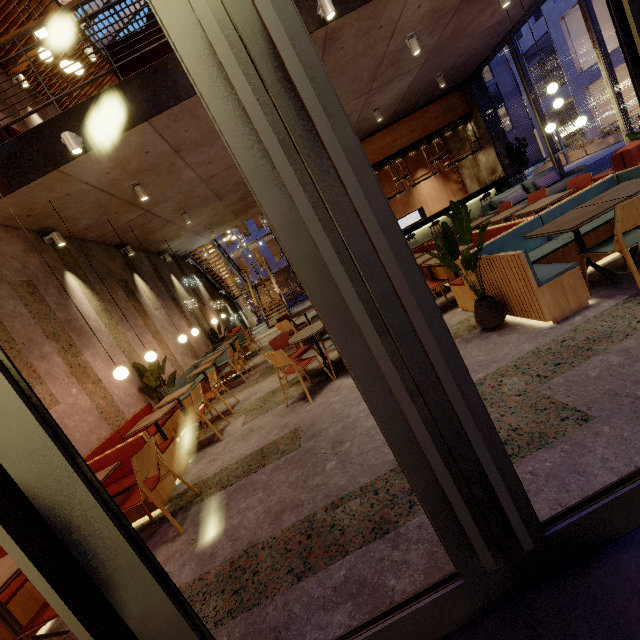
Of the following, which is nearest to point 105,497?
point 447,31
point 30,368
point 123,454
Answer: point 123,454

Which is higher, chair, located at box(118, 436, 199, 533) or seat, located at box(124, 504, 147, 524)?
chair, located at box(118, 436, 199, 533)

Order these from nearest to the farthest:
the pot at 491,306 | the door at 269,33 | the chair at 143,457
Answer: the door at 269,33 < the chair at 143,457 < the pot at 491,306

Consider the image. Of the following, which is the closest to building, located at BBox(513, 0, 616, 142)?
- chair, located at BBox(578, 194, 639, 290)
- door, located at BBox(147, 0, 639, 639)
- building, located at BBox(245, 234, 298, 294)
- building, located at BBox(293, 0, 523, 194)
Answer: building, located at BBox(245, 234, 298, 294)

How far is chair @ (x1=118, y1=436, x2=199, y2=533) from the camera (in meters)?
3.01

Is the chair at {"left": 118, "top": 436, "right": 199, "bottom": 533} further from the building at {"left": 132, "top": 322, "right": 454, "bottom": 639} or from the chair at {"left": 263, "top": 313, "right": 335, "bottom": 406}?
the chair at {"left": 263, "top": 313, "right": 335, "bottom": 406}

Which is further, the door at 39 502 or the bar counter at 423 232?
the bar counter at 423 232

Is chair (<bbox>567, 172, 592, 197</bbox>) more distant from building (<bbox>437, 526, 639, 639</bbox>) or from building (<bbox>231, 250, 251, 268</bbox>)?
building (<bbox>231, 250, 251, 268</bbox>)
